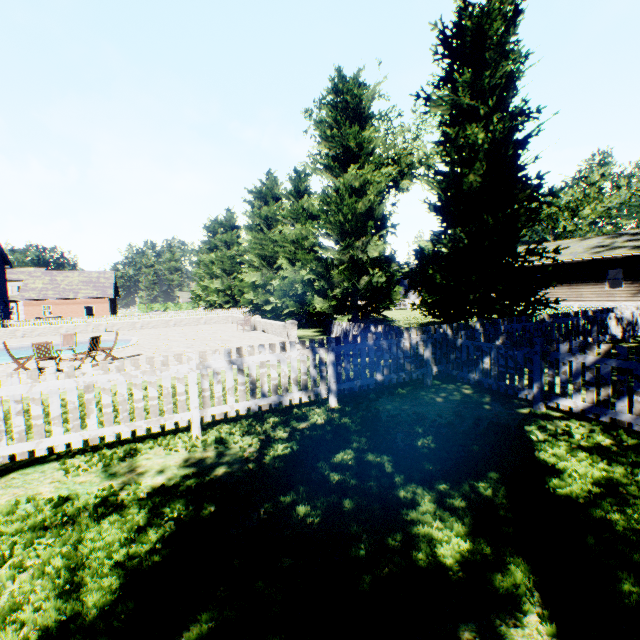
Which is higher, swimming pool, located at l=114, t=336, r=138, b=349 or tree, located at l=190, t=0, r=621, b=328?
tree, located at l=190, t=0, r=621, b=328

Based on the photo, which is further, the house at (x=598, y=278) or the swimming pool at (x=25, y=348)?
the house at (x=598, y=278)

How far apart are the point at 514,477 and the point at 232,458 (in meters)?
3.71

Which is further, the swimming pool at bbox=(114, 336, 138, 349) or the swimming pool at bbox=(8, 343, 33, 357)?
the swimming pool at bbox=(8, 343, 33, 357)

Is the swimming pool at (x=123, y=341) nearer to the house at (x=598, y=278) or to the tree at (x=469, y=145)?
the tree at (x=469, y=145)

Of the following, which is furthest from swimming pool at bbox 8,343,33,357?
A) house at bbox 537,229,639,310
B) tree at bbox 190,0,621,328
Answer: house at bbox 537,229,639,310

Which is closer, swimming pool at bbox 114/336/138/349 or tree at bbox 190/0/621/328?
tree at bbox 190/0/621/328
